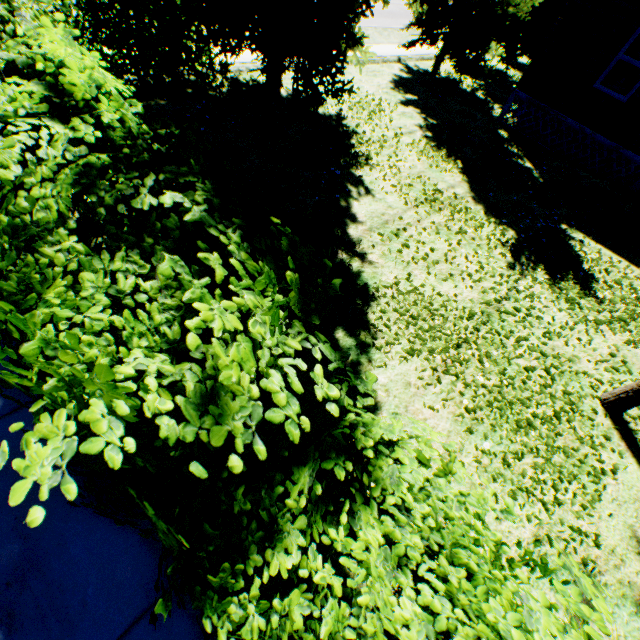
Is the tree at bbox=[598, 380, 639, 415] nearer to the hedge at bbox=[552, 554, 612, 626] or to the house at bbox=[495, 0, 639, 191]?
the house at bbox=[495, 0, 639, 191]

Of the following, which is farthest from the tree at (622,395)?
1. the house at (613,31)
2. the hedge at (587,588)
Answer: the hedge at (587,588)

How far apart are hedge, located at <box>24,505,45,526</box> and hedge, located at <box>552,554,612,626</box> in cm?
8

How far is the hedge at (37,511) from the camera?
1.0 meters

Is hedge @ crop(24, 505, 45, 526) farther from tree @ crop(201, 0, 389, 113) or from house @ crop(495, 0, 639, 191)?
house @ crop(495, 0, 639, 191)

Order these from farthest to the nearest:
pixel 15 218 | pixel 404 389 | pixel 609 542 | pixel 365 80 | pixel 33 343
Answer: →
pixel 365 80
pixel 404 389
pixel 609 542
pixel 15 218
pixel 33 343
